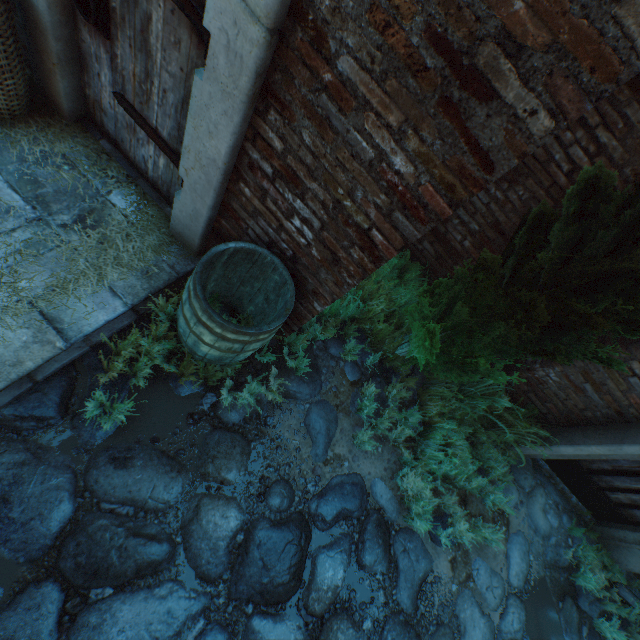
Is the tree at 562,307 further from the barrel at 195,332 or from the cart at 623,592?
the cart at 623,592

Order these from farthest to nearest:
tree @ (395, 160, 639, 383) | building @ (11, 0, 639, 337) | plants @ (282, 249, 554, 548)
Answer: plants @ (282, 249, 554, 548) < tree @ (395, 160, 639, 383) < building @ (11, 0, 639, 337)

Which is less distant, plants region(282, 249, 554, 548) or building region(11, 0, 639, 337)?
building region(11, 0, 639, 337)

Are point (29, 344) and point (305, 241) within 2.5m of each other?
yes

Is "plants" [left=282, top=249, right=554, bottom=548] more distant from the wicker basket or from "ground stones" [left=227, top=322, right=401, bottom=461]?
the wicker basket

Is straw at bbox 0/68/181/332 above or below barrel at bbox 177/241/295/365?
below

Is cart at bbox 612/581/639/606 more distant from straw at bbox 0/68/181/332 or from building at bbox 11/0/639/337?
straw at bbox 0/68/181/332

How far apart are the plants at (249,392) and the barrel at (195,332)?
0.0m
